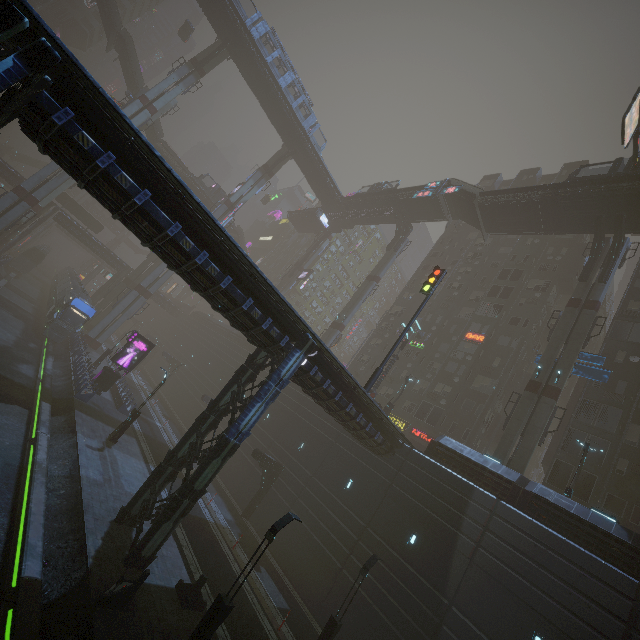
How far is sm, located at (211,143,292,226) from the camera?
48.8m

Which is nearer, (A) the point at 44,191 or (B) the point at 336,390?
(B) the point at 336,390

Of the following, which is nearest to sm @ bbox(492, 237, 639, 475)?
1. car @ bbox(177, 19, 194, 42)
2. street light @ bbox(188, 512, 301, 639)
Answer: street light @ bbox(188, 512, 301, 639)

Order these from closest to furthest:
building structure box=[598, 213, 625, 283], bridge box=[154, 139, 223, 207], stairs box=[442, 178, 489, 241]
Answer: building structure box=[598, 213, 625, 283], stairs box=[442, 178, 489, 241], bridge box=[154, 139, 223, 207]

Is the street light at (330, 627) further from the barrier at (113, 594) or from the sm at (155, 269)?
Result: the sm at (155, 269)

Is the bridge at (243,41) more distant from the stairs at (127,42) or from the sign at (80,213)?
the sign at (80,213)

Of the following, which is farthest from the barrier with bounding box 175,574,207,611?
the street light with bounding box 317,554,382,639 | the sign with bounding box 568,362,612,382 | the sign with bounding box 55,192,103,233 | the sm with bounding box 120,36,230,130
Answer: the sign with bounding box 55,192,103,233

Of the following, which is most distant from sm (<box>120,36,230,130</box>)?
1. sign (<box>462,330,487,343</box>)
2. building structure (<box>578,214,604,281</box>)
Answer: building structure (<box>578,214,604,281</box>)
